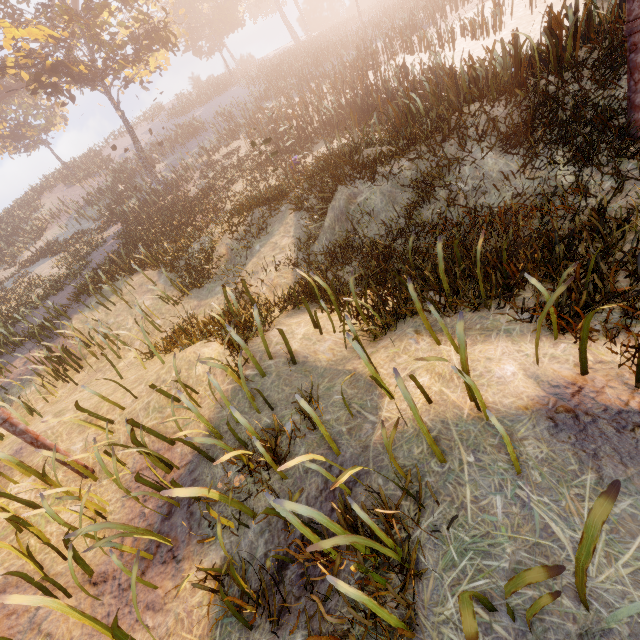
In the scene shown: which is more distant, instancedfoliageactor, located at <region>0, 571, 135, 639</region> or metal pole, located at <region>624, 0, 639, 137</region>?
metal pole, located at <region>624, 0, 639, 137</region>

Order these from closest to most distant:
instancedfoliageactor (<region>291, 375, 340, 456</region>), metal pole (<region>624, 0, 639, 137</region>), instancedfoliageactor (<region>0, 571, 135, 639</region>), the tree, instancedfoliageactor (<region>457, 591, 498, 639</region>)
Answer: instancedfoliageactor (<region>457, 591, 498, 639</region>) → instancedfoliageactor (<region>0, 571, 135, 639</region>) → instancedfoliageactor (<region>291, 375, 340, 456</region>) → metal pole (<region>624, 0, 639, 137</region>) → the tree

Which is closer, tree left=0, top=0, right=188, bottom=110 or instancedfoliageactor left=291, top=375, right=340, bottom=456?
instancedfoliageactor left=291, top=375, right=340, bottom=456

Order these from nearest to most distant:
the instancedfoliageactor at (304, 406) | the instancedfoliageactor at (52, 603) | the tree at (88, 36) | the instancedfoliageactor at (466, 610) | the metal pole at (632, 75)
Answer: the instancedfoliageactor at (466, 610) < the instancedfoliageactor at (52, 603) < the instancedfoliageactor at (304, 406) < the metal pole at (632, 75) < the tree at (88, 36)

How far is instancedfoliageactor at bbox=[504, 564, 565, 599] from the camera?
1.32m

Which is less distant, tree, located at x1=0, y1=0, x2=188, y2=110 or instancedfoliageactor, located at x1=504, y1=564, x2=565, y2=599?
instancedfoliageactor, located at x1=504, y1=564, x2=565, y2=599

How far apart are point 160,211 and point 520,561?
19.0m

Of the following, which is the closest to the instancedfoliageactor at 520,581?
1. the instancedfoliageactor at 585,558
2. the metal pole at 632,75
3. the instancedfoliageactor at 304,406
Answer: the instancedfoliageactor at 585,558
